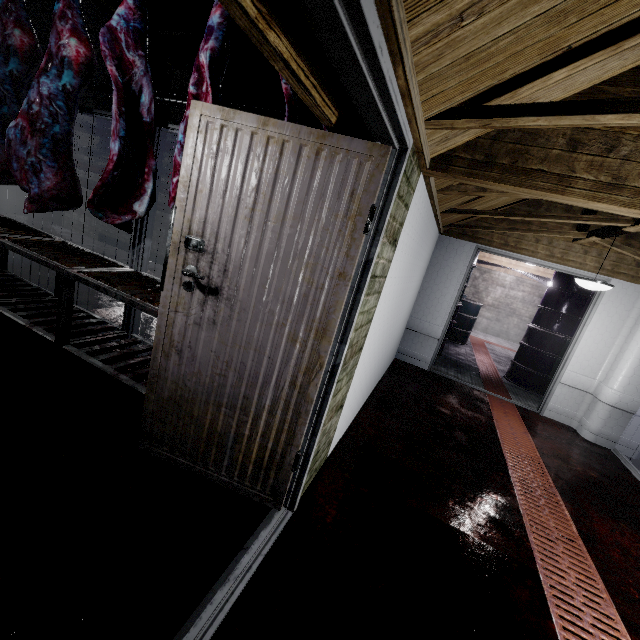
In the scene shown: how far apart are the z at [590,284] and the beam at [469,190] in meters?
0.5

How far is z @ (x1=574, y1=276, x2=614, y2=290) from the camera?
3.2m

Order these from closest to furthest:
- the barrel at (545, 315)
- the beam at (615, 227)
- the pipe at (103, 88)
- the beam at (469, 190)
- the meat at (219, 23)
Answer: the meat at (219, 23), the beam at (469, 190), the beam at (615, 227), the barrel at (545, 315), the pipe at (103, 88)

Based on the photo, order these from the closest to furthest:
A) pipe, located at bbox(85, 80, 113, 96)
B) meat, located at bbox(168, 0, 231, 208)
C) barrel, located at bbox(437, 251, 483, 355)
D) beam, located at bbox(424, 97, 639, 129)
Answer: beam, located at bbox(424, 97, 639, 129)
meat, located at bbox(168, 0, 231, 208)
barrel, located at bbox(437, 251, 483, 355)
pipe, located at bbox(85, 80, 113, 96)

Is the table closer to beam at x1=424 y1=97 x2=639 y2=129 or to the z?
beam at x1=424 y1=97 x2=639 y2=129

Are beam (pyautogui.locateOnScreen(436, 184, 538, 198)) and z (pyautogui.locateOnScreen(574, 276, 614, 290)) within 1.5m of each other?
yes

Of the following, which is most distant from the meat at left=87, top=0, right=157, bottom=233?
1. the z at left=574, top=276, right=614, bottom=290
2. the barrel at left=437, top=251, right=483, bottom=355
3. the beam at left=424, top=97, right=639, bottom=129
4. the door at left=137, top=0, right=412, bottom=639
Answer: the barrel at left=437, top=251, right=483, bottom=355

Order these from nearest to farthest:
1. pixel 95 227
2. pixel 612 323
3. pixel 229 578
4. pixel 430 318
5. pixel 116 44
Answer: pixel 229 578
pixel 116 44
pixel 612 323
pixel 430 318
pixel 95 227
